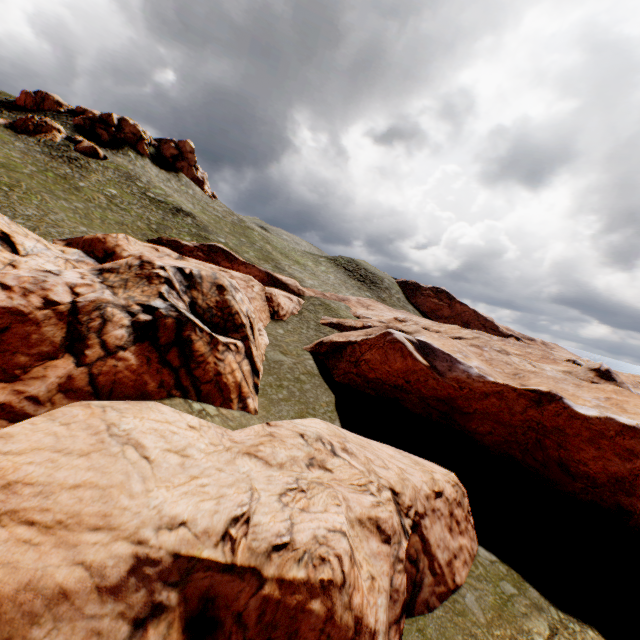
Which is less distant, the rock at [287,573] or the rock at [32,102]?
the rock at [287,573]

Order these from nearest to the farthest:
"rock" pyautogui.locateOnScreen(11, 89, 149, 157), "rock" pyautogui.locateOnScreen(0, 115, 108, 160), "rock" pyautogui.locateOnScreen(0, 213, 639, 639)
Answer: "rock" pyautogui.locateOnScreen(0, 213, 639, 639), "rock" pyautogui.locateOnScreen(0, 115, 108, 160), "rock" pyautogui.locateOnScreen(11, 89, 149, 157)

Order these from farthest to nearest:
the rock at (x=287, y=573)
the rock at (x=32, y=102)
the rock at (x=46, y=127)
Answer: the rock at (x=32, y=102), the rock at (x=46, y=127), the rock at (x=287, y=573)

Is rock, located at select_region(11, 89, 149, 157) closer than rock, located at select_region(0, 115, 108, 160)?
No

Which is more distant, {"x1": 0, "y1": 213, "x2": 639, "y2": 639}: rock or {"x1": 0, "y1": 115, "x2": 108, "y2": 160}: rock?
{"x1": 0, "y1": 115, "x2": 108, "y2": 160}: rock

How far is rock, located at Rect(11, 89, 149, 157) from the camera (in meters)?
51.88

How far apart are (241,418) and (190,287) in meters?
7.7 m

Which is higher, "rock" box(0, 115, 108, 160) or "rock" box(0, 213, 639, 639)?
"rock" box(0, 115, 108, 160)
